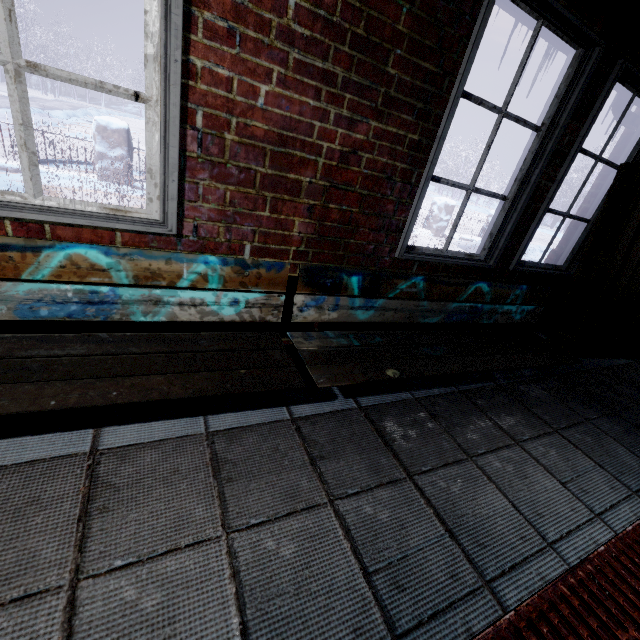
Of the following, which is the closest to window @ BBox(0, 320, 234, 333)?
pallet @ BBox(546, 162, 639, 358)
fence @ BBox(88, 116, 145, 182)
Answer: pallet @ BBox(546, 162, 639, 358)

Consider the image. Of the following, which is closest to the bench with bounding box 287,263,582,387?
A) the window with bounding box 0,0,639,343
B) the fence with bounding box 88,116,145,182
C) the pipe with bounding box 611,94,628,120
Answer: the window with bounding box 0,0,639,343

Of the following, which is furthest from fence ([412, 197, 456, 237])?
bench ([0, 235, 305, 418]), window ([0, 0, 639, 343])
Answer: bench ([0, 235, 305, 418])

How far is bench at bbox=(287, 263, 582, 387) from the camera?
1.5 meters

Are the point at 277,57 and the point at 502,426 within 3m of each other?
yes

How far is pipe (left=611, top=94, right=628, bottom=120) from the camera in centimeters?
260cm

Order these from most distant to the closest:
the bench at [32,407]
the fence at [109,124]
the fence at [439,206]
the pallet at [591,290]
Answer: the fence at [439,206]
the fence at [109,124]
the pallet at [591,290]
the bench at [32,407]

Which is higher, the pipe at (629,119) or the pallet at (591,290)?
the pipe at (629,119)
